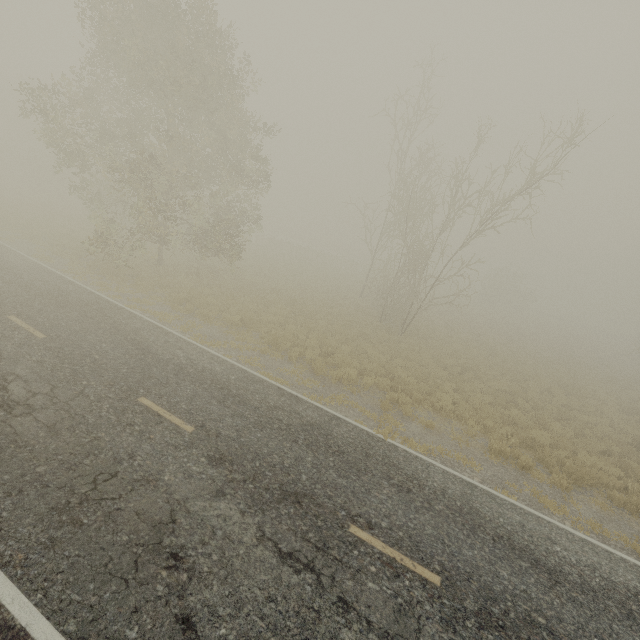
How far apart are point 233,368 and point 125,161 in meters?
14.3
